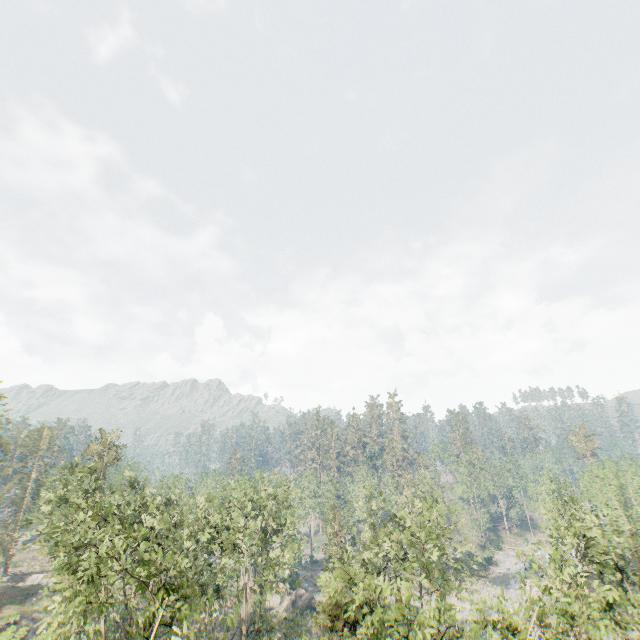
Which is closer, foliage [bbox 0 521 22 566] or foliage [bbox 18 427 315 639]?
foliage [bbox 18 427 315 639]

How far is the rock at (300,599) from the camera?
48.2m

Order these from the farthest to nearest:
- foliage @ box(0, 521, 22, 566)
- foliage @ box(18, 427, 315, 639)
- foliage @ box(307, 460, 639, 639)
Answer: foliage @ box(0, 521, 22, 566)
foliage @ box(307, 460, 639, 639)
foliage @ box(18, 427, 315, 639)

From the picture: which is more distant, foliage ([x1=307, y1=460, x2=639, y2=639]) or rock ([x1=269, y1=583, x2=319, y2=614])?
rock ([x1=269, y1=583, x2=319, y2=614])

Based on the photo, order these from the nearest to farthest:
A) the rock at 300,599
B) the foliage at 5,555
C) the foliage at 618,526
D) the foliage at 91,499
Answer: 1. the foliage at 91,499
2. the foliage at 618,526
3. the rock at 300,599
4. the foliage at 5,555

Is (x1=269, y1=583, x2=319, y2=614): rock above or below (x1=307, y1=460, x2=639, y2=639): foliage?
below

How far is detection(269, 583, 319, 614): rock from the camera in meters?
48.2 m

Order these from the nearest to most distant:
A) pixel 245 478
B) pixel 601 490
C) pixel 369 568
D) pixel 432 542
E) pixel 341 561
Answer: pixel 432 542
pixel 369 568
pixel 341 561
pixel 245 478
pixel 601 490
